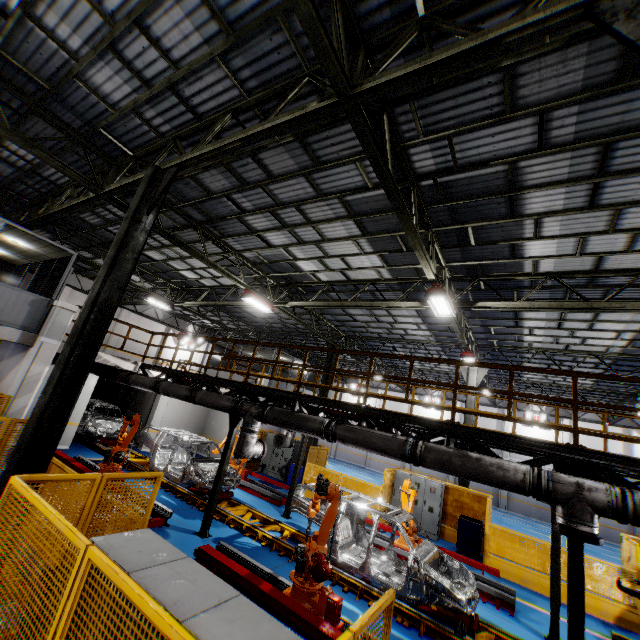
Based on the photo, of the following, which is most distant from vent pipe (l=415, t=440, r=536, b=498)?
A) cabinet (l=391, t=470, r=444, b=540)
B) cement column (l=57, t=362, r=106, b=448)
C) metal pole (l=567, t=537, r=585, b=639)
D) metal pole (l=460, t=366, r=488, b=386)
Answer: metal pole (l=460, t=366, r=488, b=386)

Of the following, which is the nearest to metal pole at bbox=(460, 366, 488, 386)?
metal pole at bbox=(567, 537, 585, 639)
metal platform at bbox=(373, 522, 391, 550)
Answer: metal platform at bbox=(373, 522, 391, 550)

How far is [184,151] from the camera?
7.1 meters

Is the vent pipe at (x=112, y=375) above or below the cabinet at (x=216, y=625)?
above

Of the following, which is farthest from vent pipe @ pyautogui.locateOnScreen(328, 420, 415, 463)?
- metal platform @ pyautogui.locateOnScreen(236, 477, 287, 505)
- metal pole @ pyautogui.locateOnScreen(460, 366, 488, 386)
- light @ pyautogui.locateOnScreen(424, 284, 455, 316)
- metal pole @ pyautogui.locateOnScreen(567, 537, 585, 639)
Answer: metal pole @ pyautogui.locateOnScreen(460, 366, 488, 386)

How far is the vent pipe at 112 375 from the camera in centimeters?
1246cm

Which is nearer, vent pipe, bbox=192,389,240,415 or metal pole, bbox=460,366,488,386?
vent pipe, bbox=192,389,240,415

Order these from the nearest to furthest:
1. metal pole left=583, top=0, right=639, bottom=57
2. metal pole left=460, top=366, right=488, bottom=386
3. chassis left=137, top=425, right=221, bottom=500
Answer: metal pole left=583, top=0, right=639, bottom=57, chassis left=137, top=425, right=221, bottom=500, metal pole left=460, top=366, right=488, bottom=386
